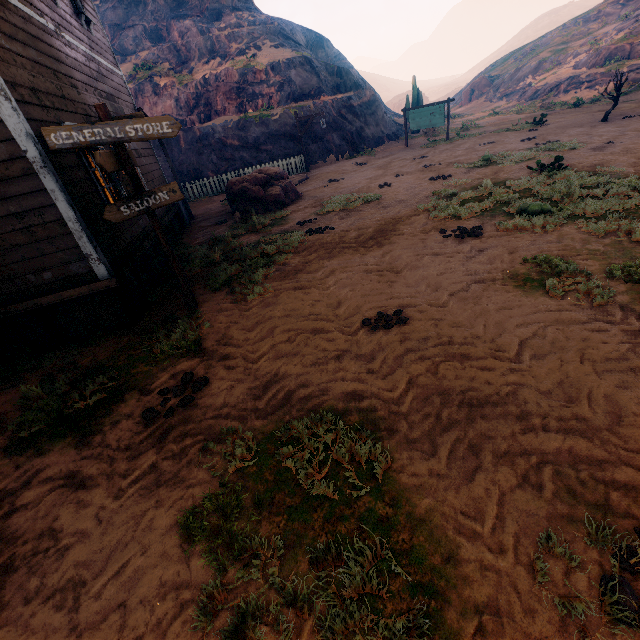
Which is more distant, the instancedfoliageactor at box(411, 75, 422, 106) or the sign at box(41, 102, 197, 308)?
the instancedfoliageactor at box(411, 75, 422, 106)

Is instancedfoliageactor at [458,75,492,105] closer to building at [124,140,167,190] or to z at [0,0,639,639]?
z at [0,0,639,639]

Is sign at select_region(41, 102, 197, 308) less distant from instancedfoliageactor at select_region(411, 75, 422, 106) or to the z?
the z

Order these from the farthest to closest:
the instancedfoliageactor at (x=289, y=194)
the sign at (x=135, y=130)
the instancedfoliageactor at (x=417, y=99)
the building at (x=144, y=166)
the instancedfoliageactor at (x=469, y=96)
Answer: the instancedfoliageactor at (x=469, y=96)
the instancedfoliageactor at (x=417, y=99)
the instancedfoliageactor at (x=289, y=194)
the building at (x=144, y=166)
the sign at (x=135, y=130)

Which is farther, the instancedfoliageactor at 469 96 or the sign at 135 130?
the instancedfoliageactor at 469 96

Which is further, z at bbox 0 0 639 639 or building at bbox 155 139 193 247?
building at bbox 155 139 193 247

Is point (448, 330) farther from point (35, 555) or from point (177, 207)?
point (177, 207)

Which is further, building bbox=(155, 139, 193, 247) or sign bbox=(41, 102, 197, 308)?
building bbox=(155, 139, 193, 247)
